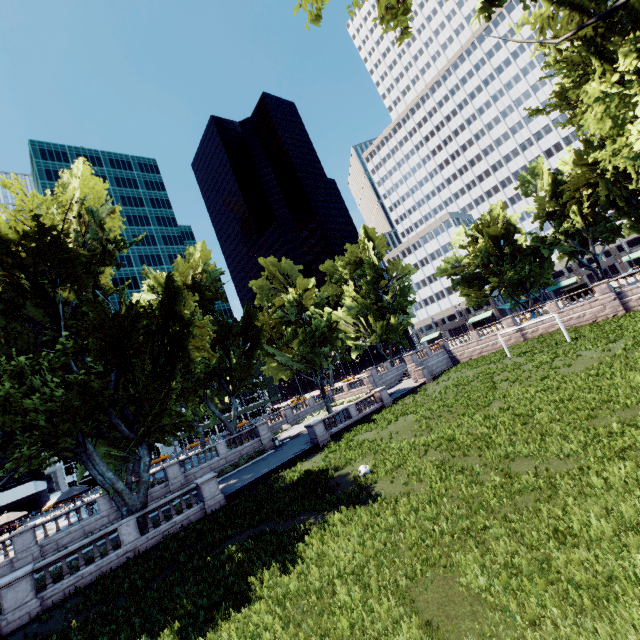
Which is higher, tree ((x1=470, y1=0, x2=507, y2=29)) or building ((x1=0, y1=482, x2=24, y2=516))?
tree ((x1=470, y1=0, x2=507, y2=29))

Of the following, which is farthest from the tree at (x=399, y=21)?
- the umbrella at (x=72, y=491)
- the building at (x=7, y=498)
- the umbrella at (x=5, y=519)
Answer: the building at (x=7, y=498)

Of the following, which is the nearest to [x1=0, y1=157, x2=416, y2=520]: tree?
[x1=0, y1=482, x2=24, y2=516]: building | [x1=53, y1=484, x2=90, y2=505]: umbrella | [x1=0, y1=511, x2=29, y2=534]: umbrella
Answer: [x1=53, y1=484, x2=90, y2=505]: umbrella

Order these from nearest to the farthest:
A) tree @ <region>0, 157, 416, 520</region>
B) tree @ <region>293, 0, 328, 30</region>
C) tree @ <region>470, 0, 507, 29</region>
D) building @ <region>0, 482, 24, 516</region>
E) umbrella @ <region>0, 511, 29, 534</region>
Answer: tree @ <region>470, 0, 507, 29</region>
tree @ <region>293, 0, 328, 30</region>
tree @ <region>0, 157, 416, 520</region>
umbrella @ <region>0, 511, 29, 534</region>
building @ <region>0, 482, 24, 516</region>

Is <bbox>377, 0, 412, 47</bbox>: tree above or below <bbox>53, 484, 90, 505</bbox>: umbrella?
above

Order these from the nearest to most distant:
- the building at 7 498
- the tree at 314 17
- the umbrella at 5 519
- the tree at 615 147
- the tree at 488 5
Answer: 1. the tree at 488 5
2. the tree at 615 147
3. the tree at 314 17
4. the umbrella at 5 519
5. the building at 7 498

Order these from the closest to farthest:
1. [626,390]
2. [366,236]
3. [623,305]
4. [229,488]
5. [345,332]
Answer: [626,390]
[229,488]
[623,305]
[345,332]
[366,236]

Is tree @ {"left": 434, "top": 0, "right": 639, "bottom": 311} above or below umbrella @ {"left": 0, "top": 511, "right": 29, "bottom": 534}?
above
